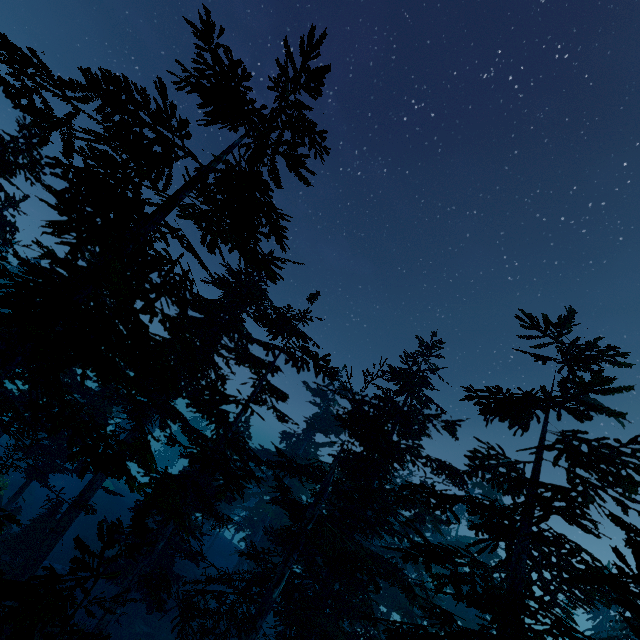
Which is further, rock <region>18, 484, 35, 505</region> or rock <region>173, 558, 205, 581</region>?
rock <region>18, 484, 35, 505</region>

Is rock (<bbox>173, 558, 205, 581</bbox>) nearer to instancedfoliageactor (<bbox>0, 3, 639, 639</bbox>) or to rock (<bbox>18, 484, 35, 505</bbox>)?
instancedfoliageactor (<bbox>0, 3, 639, 639</bbox>)

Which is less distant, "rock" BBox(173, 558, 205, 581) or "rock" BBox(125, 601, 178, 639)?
"rock" BBox(125, 601, 178, 639)

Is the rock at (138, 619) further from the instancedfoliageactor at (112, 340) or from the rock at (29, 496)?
the rock at (29, 496)

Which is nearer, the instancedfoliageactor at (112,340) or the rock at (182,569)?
the instancedfoliageactor at (112,340)

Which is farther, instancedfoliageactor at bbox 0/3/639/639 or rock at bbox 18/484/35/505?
rock at bbox 18/484/35/505

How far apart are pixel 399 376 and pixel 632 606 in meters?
17.5
